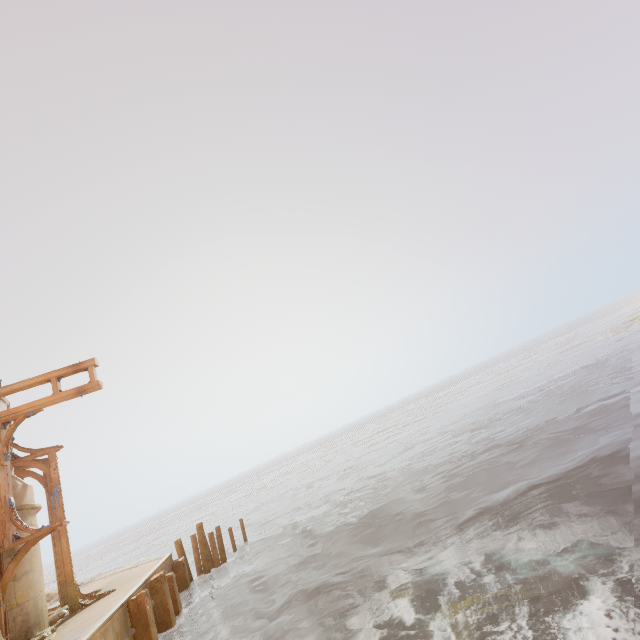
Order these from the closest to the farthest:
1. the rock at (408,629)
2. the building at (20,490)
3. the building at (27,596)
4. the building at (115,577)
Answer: the rock at (408,629)
the building at (115,577)
the building at (27,596)
the building at (20,490)

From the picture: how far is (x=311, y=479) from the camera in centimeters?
3762cm

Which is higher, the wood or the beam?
the wood

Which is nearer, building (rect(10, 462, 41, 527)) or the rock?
the rock

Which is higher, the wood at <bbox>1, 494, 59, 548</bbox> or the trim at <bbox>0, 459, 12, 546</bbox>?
the trim at <bbox>0, 459, 12, 546</bbox>

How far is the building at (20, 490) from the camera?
9.29m

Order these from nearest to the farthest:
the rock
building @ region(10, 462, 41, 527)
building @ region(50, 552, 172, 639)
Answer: the rock → building @ region(50, 552, 172, 639) → building @ region(10, 462, 41, 527)

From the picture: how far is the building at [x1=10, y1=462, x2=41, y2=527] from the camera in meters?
9.3
